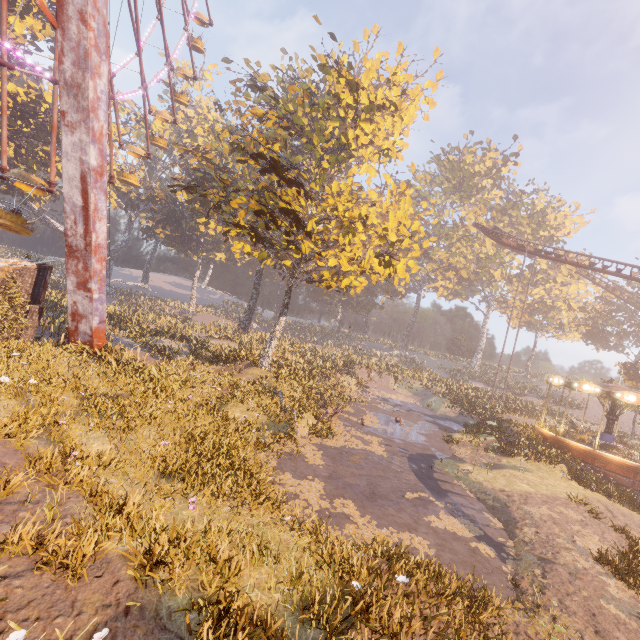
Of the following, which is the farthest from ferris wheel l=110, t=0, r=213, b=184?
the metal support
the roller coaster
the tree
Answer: the roller coaster

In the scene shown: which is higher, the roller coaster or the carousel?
the roller coaster

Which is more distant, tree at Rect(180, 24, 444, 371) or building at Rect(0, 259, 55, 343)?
tree at Rect(180, 24, 444, 371)

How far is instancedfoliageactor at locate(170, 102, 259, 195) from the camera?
28.1 meters

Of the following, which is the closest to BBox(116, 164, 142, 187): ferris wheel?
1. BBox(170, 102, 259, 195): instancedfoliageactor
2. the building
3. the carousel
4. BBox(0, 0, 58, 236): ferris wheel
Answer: BBox(0, 0, 58, 236): ferris wheel

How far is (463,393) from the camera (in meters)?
31.11

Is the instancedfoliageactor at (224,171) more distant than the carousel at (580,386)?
Yes

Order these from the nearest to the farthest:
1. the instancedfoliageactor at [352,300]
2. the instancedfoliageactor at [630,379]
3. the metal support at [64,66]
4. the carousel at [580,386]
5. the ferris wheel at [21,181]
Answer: the metal support at [64,66]
the ferris wheel at [21,181]
the carousel at [580,386]
the instancedfoliageactor at [630,379]
the instancedfoliageactor at [352,300]
